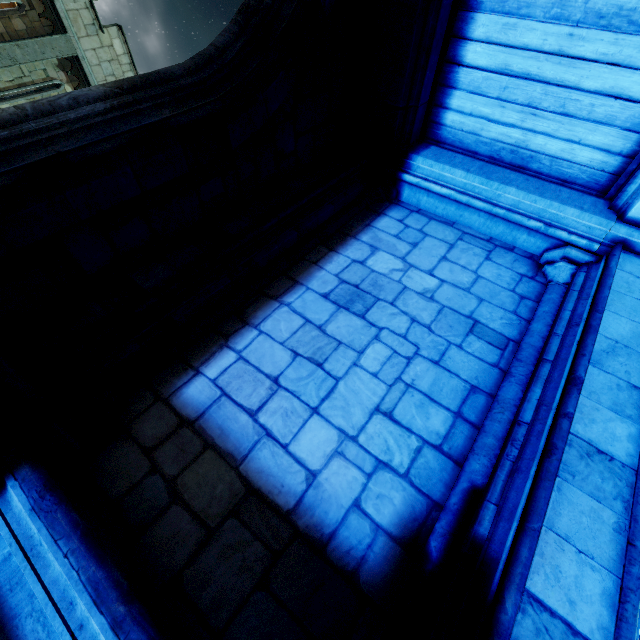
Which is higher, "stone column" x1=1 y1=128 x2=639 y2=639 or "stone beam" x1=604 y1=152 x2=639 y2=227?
"stone beam" x1=604 y1=152 x2=639 y2=227

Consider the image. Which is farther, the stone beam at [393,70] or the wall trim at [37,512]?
the stone beam at [393,70]

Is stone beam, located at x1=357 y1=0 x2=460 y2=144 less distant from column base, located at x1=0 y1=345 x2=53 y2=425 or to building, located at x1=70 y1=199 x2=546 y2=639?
building, located at x1=70 y1=199 x2=546 y2=639

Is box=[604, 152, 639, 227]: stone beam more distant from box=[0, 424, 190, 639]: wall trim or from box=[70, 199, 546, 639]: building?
box=[0, 424, 190, 639]: wall trim

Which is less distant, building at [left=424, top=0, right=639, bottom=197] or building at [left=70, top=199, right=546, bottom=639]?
building at [left=70, top=199, right=546, bottom=639]

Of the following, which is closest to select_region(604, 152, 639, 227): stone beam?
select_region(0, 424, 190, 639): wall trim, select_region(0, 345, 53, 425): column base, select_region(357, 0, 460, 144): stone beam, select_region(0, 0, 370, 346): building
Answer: select_region(0, 0, 370, 346): building

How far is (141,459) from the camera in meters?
2.3

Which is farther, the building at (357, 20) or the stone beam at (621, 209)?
the stone beam at (621, 209)
